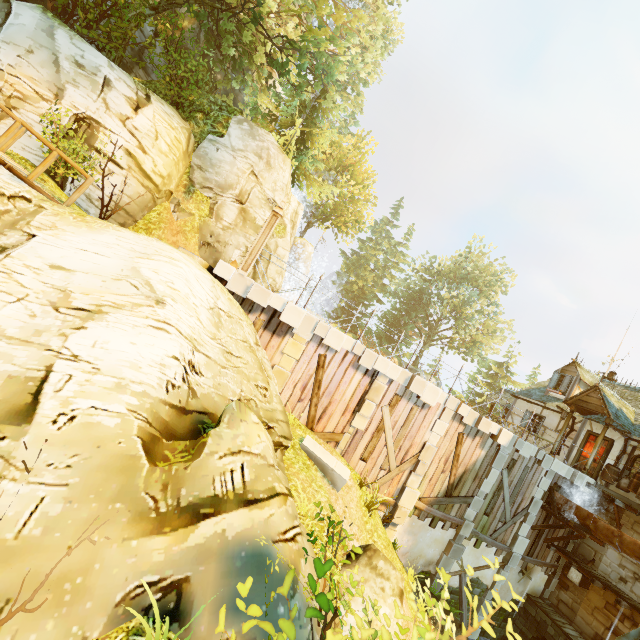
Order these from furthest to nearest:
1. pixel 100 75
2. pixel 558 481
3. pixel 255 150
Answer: pixel 558 481 < pixel 255 150 < pixel 100 75

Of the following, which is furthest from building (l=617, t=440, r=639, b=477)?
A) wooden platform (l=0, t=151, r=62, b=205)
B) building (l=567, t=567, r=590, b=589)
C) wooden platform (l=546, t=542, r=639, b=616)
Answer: wooden platform (l=0, t=151, r=62, b=205)

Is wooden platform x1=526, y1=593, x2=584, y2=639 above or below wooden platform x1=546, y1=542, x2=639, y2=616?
below

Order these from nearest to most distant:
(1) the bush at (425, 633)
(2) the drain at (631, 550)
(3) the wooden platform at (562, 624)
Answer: (1) the bush at (425, 633) → (2) the drain at (631, 550) → (3) the wooden platform at (562, 624)

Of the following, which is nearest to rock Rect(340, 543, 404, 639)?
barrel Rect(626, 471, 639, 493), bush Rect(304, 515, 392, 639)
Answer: bush Rect(304, 515, 392, 639)

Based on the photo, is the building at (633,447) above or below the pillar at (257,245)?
above

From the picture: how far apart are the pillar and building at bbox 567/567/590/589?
19.0m

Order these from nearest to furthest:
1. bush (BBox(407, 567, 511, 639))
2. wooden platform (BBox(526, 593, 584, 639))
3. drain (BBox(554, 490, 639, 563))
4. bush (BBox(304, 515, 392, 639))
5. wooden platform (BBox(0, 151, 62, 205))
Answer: bush (BBox(304, 515, 392, 639)) → bush (BBox(407, 567, 511, 639)) → wooden platform (BBox(0, 151, 62, 205)) → drain (BBox(554, 490, 639, 563)) → wooden platform (BBox(526, 593, 584, 639))
